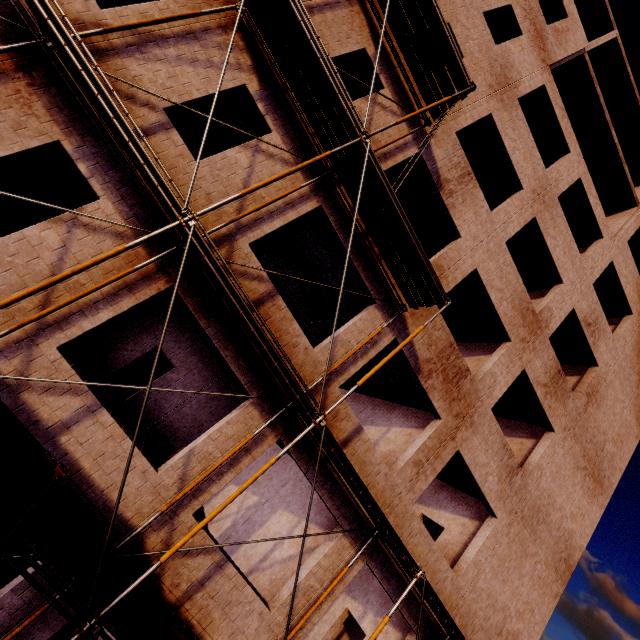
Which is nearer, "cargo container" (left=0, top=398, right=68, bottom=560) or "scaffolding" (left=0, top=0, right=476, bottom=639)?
"cargo container" (left=0, top=398, right=68, bottom=560)

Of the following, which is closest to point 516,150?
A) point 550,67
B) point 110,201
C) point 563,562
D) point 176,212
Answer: point 550,67

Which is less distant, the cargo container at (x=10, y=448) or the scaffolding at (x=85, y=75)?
the cargo container at (x=10, y=448)
